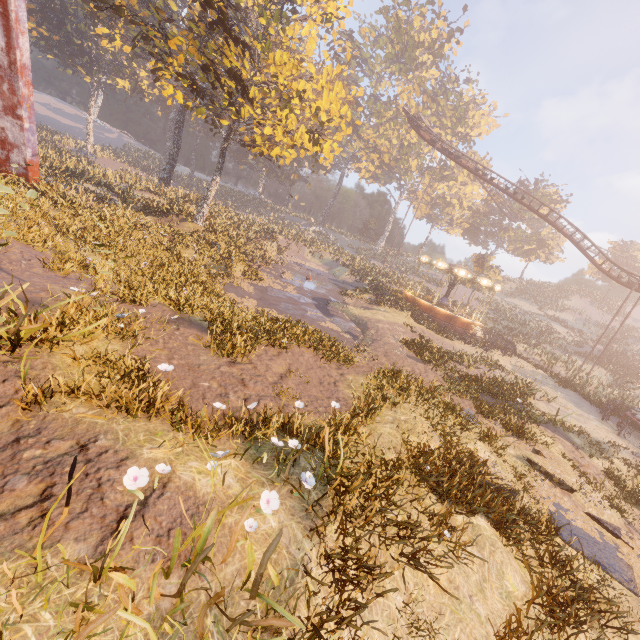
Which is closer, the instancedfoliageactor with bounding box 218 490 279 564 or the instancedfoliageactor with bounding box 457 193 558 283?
Answer: the instancedfoliageactor with bounding box 218 490 279 564

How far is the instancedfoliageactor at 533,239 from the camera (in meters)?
42.62

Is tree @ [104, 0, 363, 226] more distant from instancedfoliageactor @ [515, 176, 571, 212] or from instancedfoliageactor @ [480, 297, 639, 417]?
instancedfoliageactor @ [480, 297, 639, 417]

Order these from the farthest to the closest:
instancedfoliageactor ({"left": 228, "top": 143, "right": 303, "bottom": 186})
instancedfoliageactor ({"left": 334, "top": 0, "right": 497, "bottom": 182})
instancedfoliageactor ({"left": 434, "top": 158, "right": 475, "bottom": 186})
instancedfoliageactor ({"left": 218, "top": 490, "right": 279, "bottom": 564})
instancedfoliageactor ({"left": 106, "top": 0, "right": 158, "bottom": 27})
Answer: instancedfoliageactor ({"left": 228, "top": 143, "right": 303, "bottom": 186})
instancedfoliageactor ({"left": 434, "top": 158, "right": 475, "bottom": 186})
instancedfoliageactor ({"left": 334, "top": 0, "right": 497, "bottom": 182})
instancedfoliageactor ({"left": 106, "top": 0, "right": 158, "bottom": 27})
instancedfoliageactor ({"left": 218, "top": 490, "right": 279, "bottom": 564})

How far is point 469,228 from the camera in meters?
58.7 m

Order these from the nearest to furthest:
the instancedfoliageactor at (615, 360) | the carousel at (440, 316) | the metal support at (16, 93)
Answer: the metal support at (16, 93) < the instancedfoliageactor at (615, 360) < the carousel at (440, 316)

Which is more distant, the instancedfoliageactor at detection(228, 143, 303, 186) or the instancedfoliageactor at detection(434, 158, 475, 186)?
the instancedfoliageactor at detection(228, 143, 303, 186)

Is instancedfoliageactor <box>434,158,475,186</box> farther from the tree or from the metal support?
the metal support
